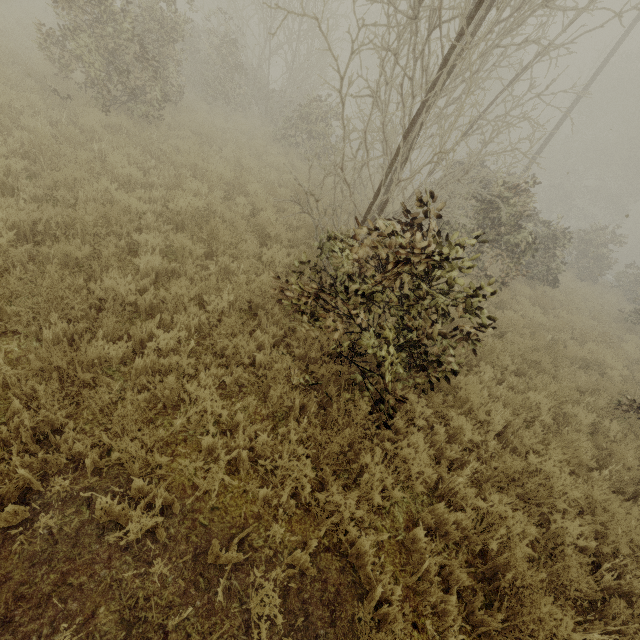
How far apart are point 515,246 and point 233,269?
8.6m
